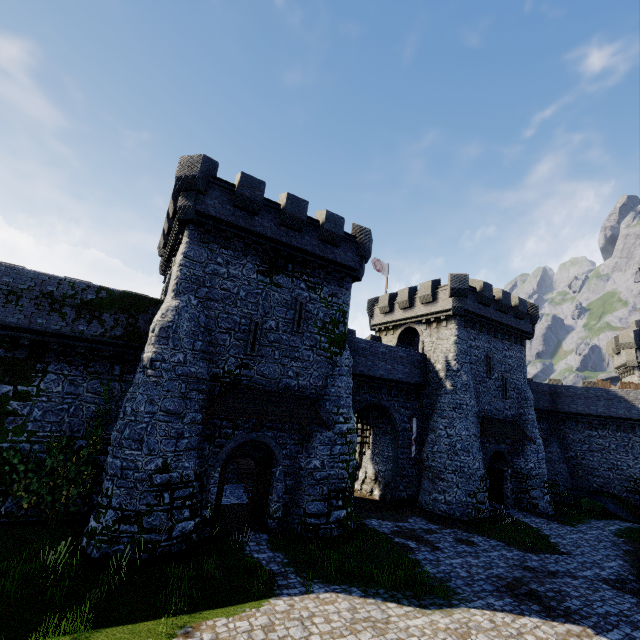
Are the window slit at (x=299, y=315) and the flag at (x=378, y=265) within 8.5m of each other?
no

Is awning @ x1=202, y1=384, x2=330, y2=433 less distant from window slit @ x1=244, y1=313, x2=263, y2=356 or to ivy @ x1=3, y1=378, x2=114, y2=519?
window slit @ x1=244, y1=313, x2=263, y2=356

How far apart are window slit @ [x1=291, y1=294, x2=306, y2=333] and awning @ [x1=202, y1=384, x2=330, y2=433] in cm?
308

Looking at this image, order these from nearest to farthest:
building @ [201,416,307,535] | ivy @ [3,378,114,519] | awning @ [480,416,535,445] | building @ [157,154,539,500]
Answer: ivy @ [3,378,114,519] → building @ [201,416,307,535] → building @ [157,154,539,500] → awning @ [480,416,535,445]

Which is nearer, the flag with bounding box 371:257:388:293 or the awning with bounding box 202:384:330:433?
the awning with bounding box 202:384:330:433

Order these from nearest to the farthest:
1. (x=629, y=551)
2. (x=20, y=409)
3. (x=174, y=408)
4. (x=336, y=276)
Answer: (x=174, y=408)
(x=20, y=409)
(x=629, y=551)
(x=336, y=276)

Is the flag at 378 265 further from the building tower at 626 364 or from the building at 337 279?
the building tower at 626 364

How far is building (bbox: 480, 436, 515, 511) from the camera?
23.8m
